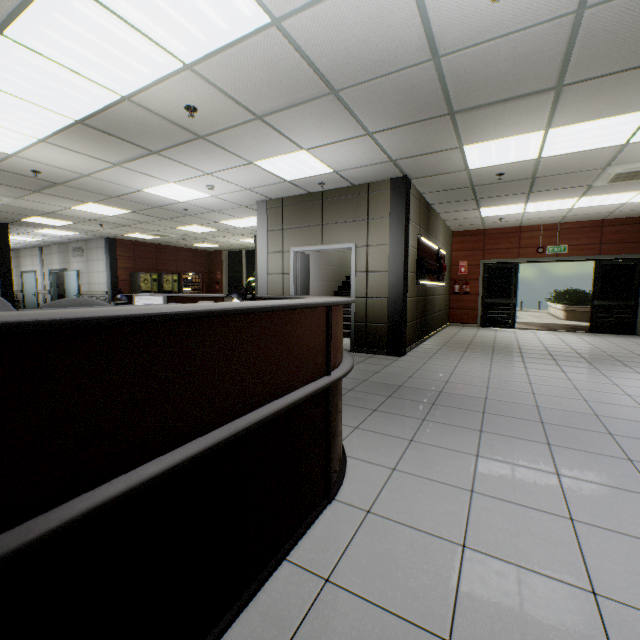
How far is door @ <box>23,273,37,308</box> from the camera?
→ 16.25m

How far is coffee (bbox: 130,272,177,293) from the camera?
13.15m

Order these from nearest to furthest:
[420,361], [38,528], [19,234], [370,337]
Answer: [38,528], [420,361], [370,337], [19,234]

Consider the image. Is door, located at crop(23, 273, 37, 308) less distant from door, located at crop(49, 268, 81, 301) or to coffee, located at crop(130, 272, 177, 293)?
door, located at crop(49, 268, 81, 301)

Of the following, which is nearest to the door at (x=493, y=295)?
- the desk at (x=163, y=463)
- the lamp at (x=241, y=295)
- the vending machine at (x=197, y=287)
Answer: the desk at (x=163, y=463)

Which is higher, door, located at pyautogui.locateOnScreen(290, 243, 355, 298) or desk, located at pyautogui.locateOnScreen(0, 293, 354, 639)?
door, located at pyautogui.locateOnScreen(290, 243, 355, 298)

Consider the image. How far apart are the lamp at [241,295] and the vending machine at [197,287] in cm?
1404

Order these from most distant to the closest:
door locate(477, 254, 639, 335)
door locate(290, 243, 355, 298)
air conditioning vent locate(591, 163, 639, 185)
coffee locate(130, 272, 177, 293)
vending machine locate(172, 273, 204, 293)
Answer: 1. vending machine locate(172, 273, 204, 293)
2. coffee locate(130, 272, 177, 293)
3. door locate(477, 254, 639, 335)
4. door locate(290, 243, 355, 298)
5. air conditioning vent locate(591, 163, 639, 185)
